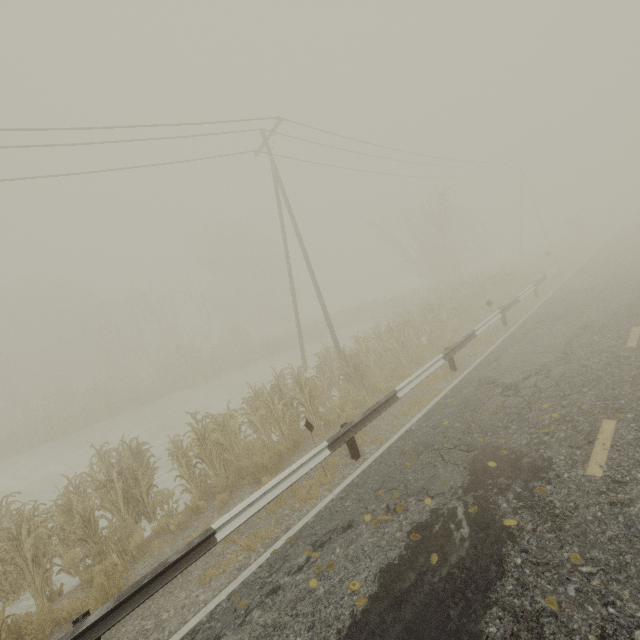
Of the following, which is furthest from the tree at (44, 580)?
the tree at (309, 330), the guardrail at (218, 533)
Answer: the tree at (309, 330)

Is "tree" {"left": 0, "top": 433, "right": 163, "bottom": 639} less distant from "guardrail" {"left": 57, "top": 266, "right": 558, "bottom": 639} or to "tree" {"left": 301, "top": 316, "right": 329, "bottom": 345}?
"guardrail" {"left": 57, "top": 266, "right": 558, "bottom": 639}

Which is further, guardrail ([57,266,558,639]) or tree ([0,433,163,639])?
tree ([0,433,163,639])

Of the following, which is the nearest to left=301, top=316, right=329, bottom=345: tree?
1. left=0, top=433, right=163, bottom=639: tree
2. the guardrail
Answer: the guardrail

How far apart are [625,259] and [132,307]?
42.3m

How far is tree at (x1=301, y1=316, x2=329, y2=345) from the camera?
30.0 meters
